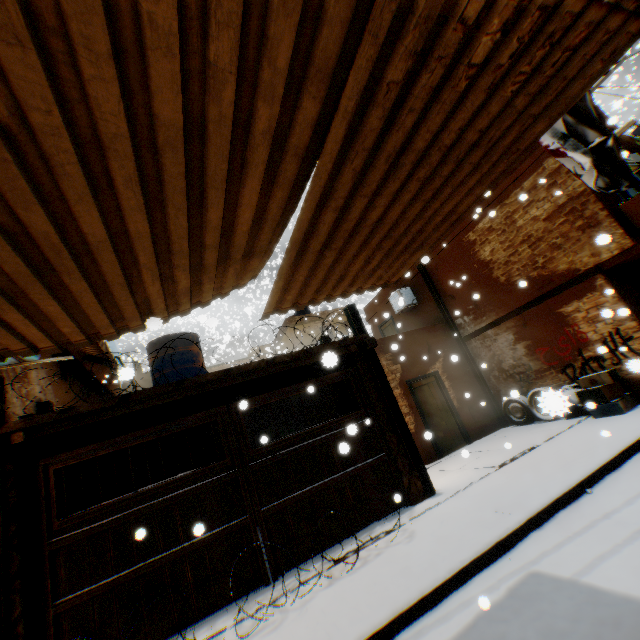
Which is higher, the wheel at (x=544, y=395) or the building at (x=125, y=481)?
the building at (x=125, y=481)

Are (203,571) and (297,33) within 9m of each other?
yes

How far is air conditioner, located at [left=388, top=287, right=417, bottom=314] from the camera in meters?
13.3

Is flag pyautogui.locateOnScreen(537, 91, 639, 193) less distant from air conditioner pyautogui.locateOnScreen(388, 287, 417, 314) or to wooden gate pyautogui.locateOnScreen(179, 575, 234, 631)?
wooden gate pyautogui.locateOnScreen(179, 575, 234, 631)

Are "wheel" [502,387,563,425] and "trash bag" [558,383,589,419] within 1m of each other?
yes

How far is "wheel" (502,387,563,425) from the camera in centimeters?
208cm

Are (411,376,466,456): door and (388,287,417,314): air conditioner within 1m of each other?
no

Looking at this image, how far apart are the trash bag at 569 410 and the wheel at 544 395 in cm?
3
